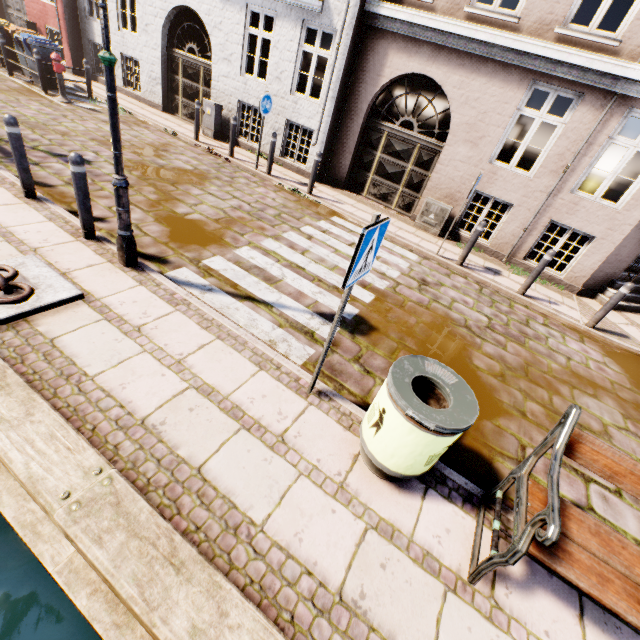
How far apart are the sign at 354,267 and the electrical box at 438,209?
7.2m

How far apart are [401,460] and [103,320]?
3.3m

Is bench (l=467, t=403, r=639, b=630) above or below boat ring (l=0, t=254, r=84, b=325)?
Answer: above

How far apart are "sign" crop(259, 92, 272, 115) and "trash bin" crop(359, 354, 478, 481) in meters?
8.5 m

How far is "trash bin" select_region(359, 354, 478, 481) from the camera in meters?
2.3 m

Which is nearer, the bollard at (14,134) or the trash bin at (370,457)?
the trash bin at (370,457)

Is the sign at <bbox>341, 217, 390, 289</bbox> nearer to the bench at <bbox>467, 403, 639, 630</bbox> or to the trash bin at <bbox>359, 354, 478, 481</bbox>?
the trash bin at <bbox>359, 354, 478, 481</bbox>

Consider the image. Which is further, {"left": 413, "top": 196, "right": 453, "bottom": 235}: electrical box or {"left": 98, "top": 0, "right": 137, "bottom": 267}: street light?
{"left": 413, "top": 196, "right": 453, "bottom": 235}: electrical box
